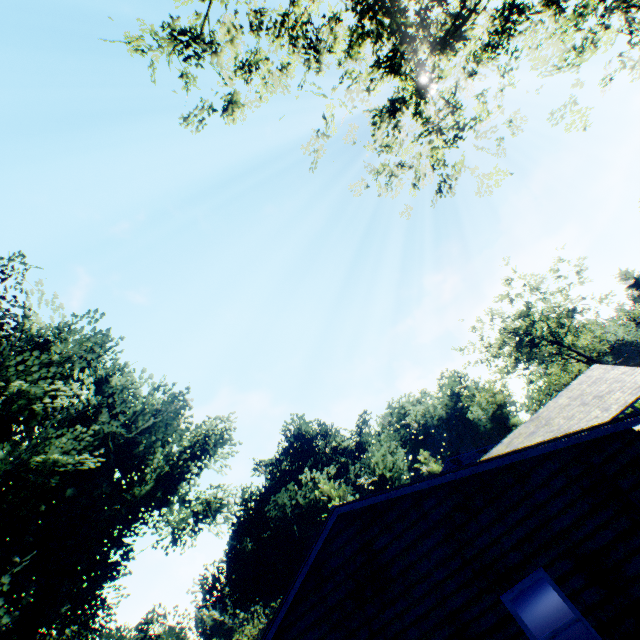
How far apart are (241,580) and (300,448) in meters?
18.2

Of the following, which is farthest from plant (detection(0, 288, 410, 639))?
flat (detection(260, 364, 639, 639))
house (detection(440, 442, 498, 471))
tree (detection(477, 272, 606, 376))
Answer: tree (detection(477, 272, 606, 376))

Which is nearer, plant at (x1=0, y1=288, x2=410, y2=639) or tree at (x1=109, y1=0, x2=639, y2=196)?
tree at (x1=109, y1=0, x2=639, y2=196)

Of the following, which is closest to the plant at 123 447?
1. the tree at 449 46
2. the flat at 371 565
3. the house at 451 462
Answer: the house at 451 462

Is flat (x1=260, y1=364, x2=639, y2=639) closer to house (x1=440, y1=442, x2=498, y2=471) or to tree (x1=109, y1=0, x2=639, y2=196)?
house (x1=440, y1=442, x2=498, y2=471)

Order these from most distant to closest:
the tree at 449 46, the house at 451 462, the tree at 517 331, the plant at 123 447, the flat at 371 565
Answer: the tree at 517 331 < the house at 451 462 < the plant at 123 447 < the tree at 449 46 < the flat at 371 565

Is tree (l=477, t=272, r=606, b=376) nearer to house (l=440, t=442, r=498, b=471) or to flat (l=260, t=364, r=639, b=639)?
house (l=440, t=442, r=498, b=471)

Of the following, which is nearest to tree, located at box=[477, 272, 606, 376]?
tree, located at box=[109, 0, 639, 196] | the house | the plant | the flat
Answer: the house
